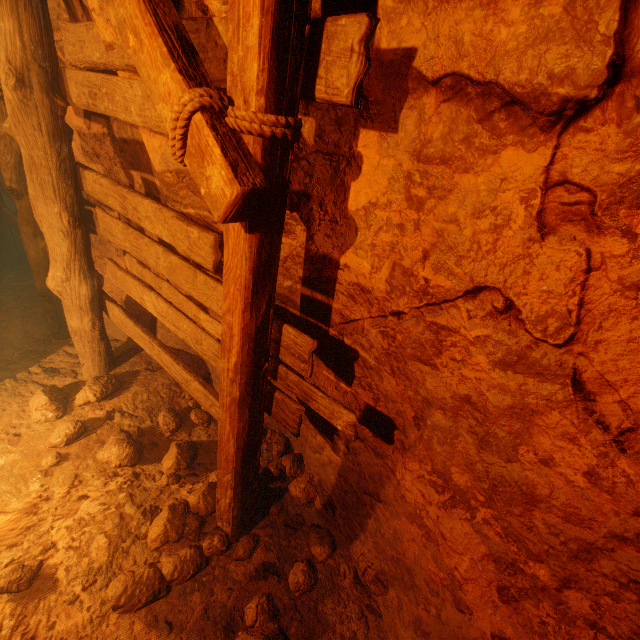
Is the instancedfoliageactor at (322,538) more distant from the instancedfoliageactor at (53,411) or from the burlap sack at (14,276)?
the instancedfoliageactor at (53,411)

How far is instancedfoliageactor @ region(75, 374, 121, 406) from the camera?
3.41m

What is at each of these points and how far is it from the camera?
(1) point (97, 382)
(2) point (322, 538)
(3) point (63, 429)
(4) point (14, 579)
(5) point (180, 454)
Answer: (1) instancedfoliageactor, 3.52m
(2) instancedfoliageactor, 2.66m
(3) instancedfoliageactor, 3.15m
(4) instancedfoliageactor, 2.11m
(5) instancedfoliageactor, 3.06m

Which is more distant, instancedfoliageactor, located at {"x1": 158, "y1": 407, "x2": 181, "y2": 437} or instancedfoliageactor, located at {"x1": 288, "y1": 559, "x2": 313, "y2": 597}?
instancedfoliageactor, located at {"x1": 158, "y1": 407, "x2": 181, "y2": 437}

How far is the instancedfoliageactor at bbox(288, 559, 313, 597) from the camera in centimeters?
239cm

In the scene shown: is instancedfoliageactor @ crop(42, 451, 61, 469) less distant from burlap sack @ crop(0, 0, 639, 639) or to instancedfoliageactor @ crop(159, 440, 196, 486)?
burlap sack @ crop(0, 0, 639, 639)

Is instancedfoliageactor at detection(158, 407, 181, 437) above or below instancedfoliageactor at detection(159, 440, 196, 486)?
above

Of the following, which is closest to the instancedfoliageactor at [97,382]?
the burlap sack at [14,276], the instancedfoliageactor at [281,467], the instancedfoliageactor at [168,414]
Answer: the burlap sack at [14,276]
